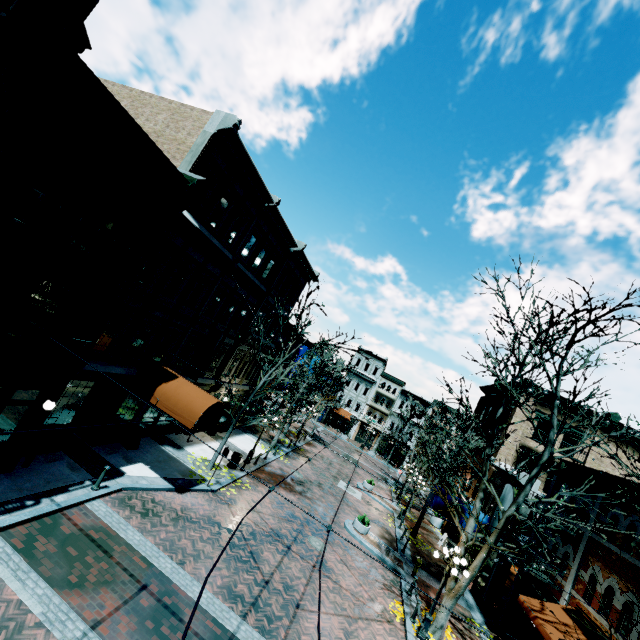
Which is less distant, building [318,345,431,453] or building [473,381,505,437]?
building [473,381,505,437]

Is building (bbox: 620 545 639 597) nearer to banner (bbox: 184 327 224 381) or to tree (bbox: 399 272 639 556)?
banner (bbox: 184 327 224 381)

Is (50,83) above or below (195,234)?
above

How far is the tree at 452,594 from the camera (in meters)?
13.05

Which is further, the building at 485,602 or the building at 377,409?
the building at 377,409

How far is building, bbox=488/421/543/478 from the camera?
23.0 meters
